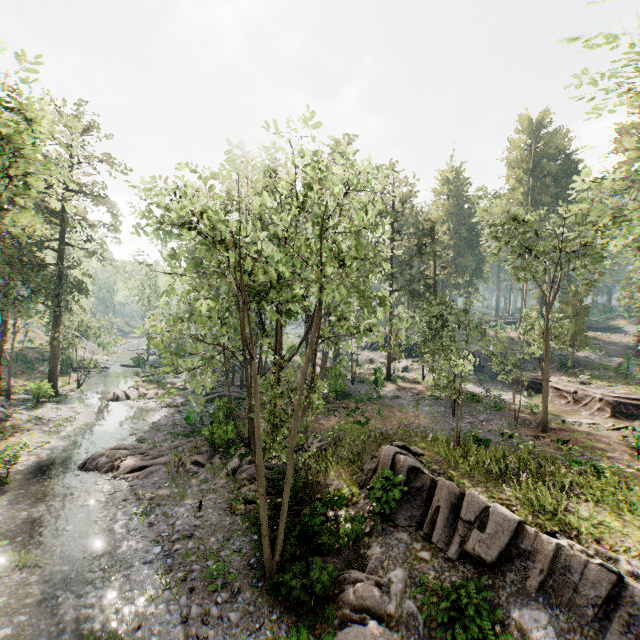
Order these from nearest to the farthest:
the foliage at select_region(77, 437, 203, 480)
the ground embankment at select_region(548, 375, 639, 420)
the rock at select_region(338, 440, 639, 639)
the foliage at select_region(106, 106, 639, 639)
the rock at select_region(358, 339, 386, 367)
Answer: the rock at select_region(338, 440, 639, 639), the foliage at select_region(106, 106, 639, 639), the foliage at select_region(77, 437, 203, 480), the ground embankment at select_region(548, 375, 639, 420), the rock at select_region(358, 339, 386, 367)

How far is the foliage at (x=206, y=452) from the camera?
19.0 meters

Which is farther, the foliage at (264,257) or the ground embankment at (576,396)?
the ground embankment at (576,396)

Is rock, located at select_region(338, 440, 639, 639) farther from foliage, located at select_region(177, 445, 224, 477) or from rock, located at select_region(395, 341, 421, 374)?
rock, located at select_region(395, 341, 421, 374)

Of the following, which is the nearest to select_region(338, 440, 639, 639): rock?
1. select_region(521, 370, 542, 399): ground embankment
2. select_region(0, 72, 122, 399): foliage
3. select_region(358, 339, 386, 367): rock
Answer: select_region(0, 72, 122, 399): foliage

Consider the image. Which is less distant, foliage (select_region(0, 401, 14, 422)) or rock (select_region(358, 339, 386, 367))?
foliage (select_region(0, 401, 14, 422))

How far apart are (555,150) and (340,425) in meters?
55.2

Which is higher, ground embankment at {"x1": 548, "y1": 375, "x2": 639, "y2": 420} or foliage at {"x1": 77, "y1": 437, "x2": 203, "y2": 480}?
ground embankment at {"x1": 548, "y1": 375, "x2": 639, "y2": 420}
